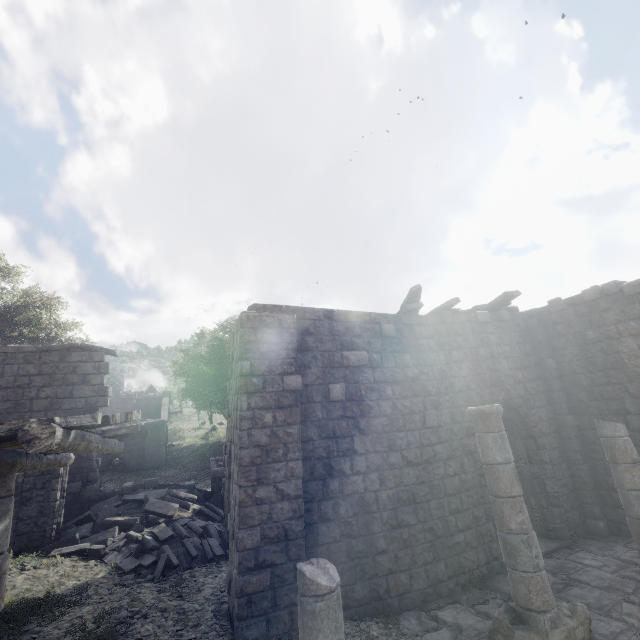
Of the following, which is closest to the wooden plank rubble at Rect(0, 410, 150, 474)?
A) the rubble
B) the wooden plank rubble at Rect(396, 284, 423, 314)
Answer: the rubble

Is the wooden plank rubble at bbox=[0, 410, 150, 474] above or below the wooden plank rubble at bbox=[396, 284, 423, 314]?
below

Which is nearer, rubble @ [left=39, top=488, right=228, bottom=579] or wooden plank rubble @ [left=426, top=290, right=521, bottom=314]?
rubble @ [left=39, top=488, right=228, bottom=579]

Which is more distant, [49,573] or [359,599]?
[49,573]

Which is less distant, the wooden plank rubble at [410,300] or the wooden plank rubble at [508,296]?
the wooden plank rubble at [410,300]

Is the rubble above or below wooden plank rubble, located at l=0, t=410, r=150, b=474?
below

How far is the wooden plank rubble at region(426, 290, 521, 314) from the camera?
9.94m

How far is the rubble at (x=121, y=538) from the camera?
8.8 meters
